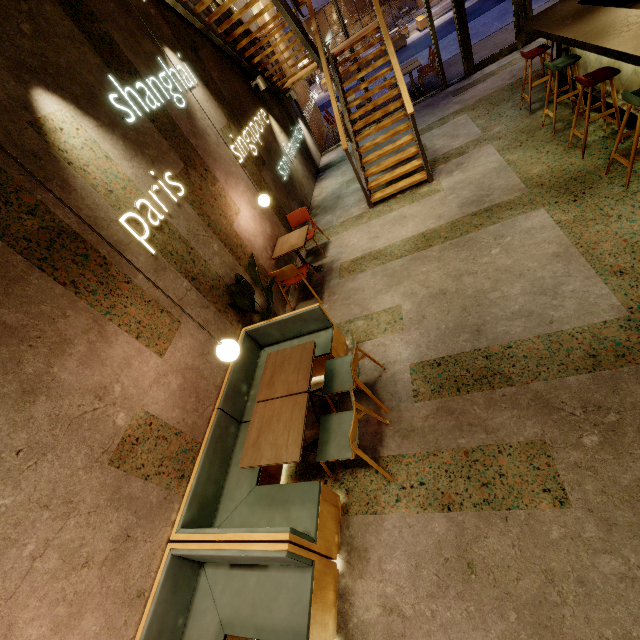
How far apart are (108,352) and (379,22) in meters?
7.1 m

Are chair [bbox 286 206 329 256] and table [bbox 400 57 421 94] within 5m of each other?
no

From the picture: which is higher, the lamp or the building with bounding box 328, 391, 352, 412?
the lamp

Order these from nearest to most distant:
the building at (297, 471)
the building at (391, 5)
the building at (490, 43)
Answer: the building at (297, 471), the building at (490, 43), the building at (391, 5)

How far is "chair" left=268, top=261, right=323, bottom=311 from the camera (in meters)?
4.88

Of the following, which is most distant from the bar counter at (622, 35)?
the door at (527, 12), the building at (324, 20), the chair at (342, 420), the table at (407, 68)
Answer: the building at (324, 20)

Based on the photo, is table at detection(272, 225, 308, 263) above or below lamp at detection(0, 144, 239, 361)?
below

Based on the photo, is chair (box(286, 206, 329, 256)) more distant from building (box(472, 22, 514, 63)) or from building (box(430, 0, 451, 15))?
building (box(430, 0, 451, 15))
